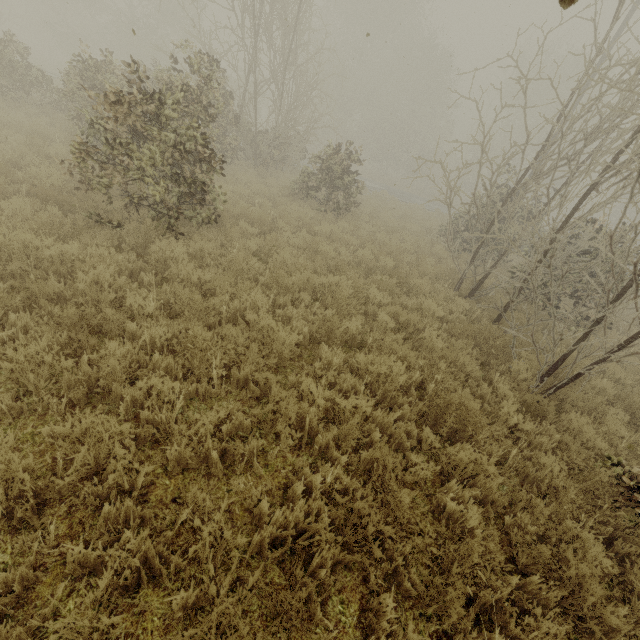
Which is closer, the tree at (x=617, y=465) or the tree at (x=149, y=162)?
the tree at (x=617, y=465)

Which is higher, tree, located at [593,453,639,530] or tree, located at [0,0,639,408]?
tree, located at [0,0,639,408]

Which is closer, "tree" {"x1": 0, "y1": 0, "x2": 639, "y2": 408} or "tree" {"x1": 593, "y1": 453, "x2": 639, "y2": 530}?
"tree" {"x1": 593, "y1": 453, "x2": 639, "y2": 530}

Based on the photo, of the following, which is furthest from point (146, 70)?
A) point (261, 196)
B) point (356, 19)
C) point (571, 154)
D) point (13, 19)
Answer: point (13, 19)

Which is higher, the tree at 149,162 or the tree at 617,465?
the tree at 149,162
